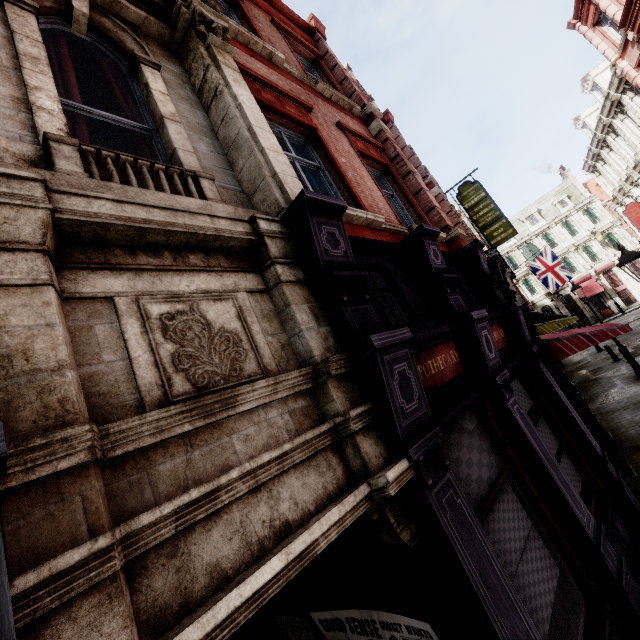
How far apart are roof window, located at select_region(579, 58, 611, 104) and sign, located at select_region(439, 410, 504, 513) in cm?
2944

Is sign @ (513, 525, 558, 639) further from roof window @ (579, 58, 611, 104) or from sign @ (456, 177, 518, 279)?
roof window @ (579, 58, 611, 104)

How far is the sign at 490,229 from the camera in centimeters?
1844cm

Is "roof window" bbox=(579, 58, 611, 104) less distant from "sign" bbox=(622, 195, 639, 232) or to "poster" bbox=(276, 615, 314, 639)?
"sign" bbox=(622, 195, 639, 232)

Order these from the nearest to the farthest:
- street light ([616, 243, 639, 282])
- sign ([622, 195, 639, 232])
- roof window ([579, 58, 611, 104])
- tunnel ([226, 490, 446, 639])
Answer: tunnel ([226, 490, 446, 639])
street light ([616, 243, 639, 282])
roof window ([579, 58, 611, 104])
sign ([622, 195, 639, 232])

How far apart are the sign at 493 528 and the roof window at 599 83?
29.44m

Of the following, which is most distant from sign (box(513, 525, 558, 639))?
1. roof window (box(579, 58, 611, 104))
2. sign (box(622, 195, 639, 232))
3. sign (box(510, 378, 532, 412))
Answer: roof window (box(579, 58, 611, 104))

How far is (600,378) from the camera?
16.4 meters
